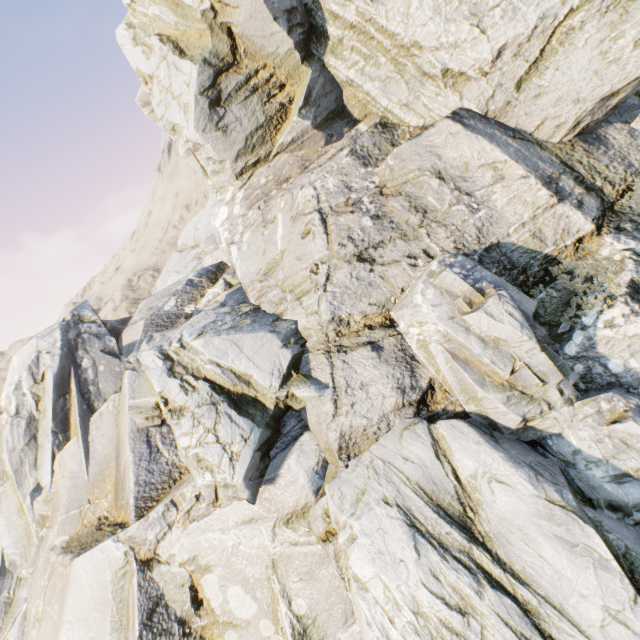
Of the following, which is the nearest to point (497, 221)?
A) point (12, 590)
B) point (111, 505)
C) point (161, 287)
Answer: point (111, 505)
